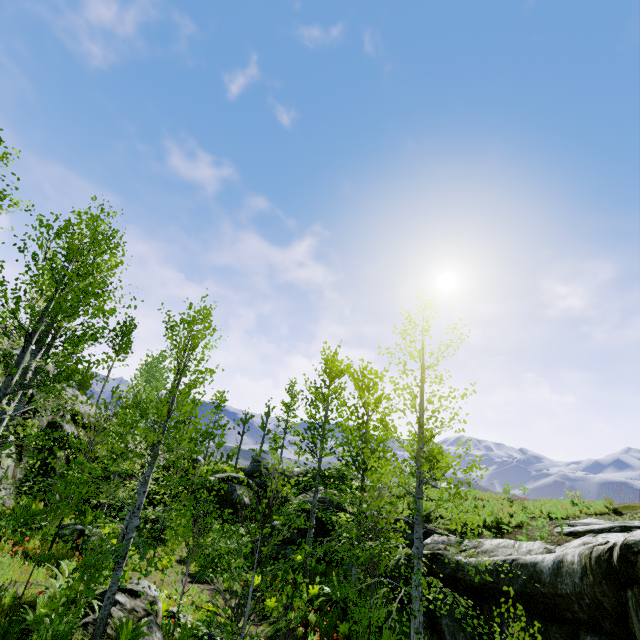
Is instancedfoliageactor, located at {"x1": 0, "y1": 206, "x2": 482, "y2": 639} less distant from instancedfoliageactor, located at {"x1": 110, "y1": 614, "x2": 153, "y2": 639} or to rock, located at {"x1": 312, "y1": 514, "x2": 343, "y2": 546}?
rock, located at {"x1": 312, "y1": 514, "x2": 343, "y2": 546}

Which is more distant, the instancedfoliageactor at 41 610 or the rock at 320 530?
the rock at 320 530

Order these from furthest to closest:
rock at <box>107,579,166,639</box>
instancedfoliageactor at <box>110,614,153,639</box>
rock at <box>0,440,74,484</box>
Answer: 1. rock at <box>0,440,74,484</box>
2. rock at <box>107,579,166,639</box>
3. instancedfoliageactor at <box>110,614,153,639</box>

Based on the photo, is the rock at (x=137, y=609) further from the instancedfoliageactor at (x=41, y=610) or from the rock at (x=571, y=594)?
the rock at (x=571, y=594)

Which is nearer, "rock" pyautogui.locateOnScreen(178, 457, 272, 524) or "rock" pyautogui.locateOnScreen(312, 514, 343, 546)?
"rock" pyautogui.locateOnScreen(312, 514, 343, 546)

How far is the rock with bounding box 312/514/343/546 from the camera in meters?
16.2

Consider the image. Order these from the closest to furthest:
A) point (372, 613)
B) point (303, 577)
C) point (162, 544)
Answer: point (372, 613) < point (303, 577) < point (162, 544)

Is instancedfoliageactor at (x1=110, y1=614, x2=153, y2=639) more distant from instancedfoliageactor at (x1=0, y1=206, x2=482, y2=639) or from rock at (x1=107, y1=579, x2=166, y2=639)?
instancedfoliageactor at (x1=0, y1=206, x2=482, y2=639)
